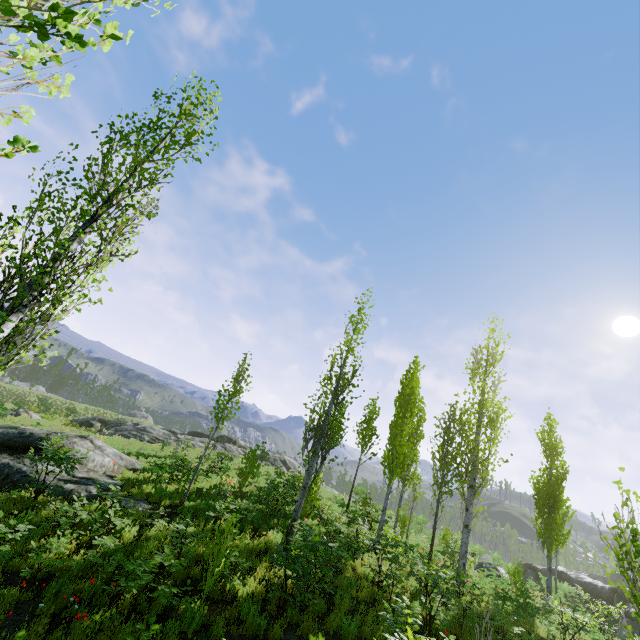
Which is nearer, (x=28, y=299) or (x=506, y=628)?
(x=28, y=299)

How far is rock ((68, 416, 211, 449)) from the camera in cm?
2980

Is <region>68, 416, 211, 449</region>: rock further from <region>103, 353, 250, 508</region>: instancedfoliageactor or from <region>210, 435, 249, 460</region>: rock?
<region>210, 435, 249, 460</region>: rock

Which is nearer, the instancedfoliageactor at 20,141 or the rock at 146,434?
the instancedfoliageactor at 20,141

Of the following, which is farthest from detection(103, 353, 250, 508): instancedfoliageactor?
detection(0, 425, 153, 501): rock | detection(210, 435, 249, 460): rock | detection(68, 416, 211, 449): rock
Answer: detection(68, 416, 211, 449): rock

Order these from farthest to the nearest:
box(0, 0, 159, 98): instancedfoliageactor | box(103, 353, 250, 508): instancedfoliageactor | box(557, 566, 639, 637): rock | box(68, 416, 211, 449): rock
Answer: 1. box(68, 416, 211, 449): rock
2. box(557, 566, 639, 637): rock
3. box(103, 353, 250, 508): instancedfoliageactor
4. box(0, 0, 159, 98): instancedfoliageactor

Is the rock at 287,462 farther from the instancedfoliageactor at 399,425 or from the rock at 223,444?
the rock at 223,444

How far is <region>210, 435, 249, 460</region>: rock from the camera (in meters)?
32.53
